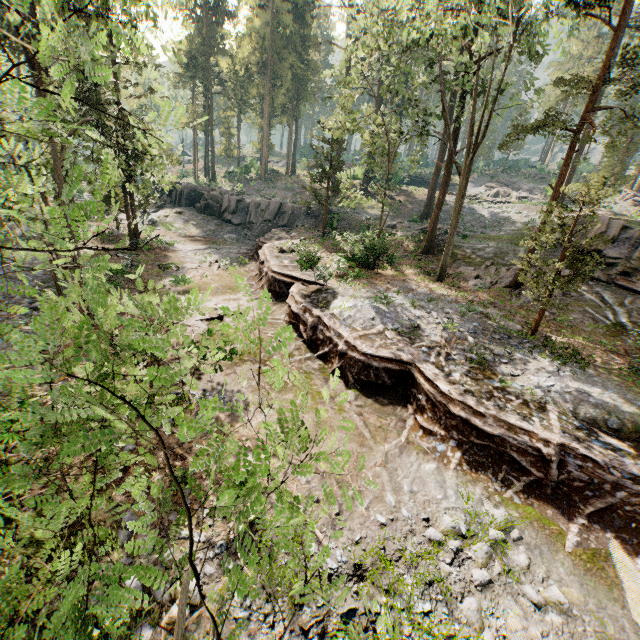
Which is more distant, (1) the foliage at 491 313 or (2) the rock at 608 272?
(2) the rock at 608 272

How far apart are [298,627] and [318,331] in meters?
9.9

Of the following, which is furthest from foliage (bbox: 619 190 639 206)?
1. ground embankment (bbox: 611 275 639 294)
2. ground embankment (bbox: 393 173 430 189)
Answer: ground embankment (bbox: 393 173 430 189)

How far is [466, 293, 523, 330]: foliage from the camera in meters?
15.0 m

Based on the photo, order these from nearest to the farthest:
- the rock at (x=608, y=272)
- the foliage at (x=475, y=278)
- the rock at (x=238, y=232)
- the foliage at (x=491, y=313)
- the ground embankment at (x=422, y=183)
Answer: the foliage at (x=491, y=313), the rock at (x=608, y=272), the foliage at (x=475, y=278), the rock at (x=238, y=232), the ground embankment at (x=422, y=183)

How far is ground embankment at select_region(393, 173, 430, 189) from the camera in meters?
45.8

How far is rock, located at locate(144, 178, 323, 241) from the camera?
33.38m

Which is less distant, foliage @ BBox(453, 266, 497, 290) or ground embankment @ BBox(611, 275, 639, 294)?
ground embankment @ BBox(611, 275, 639, 294)
